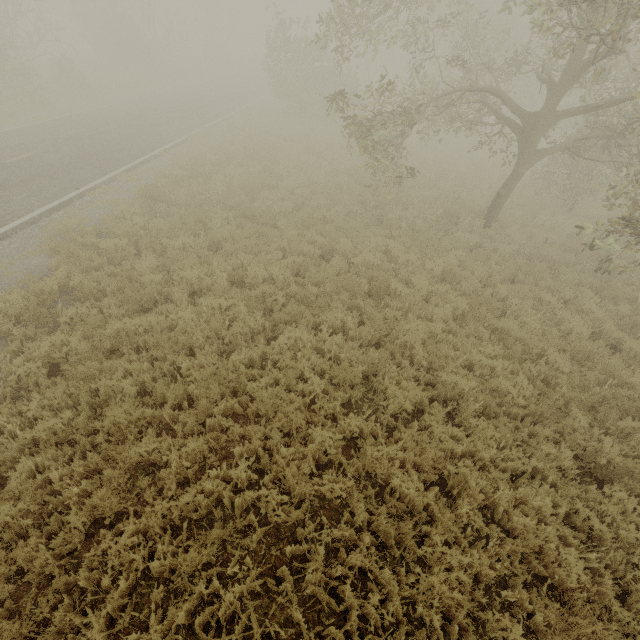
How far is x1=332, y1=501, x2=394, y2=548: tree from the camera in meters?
4.3 m

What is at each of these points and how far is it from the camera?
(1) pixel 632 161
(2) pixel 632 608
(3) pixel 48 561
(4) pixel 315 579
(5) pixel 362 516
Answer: (1) tree, 11.74m
(2) tree, 4.09m
(3) tree, 3.73m
(4) tree, 3.95m
(5) tree, 4.49m

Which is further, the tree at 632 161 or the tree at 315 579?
the tree at 632 161

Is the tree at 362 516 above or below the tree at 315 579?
above

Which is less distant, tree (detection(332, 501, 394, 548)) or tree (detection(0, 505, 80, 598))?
tree (detection(0, 505, 80, 598))
